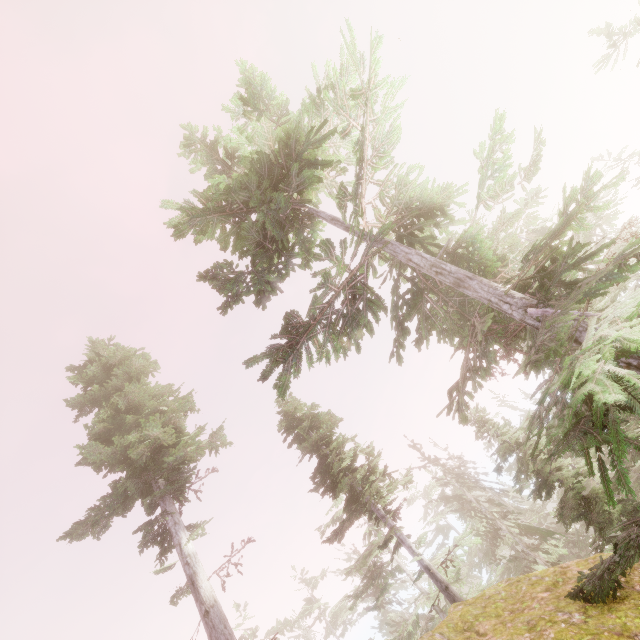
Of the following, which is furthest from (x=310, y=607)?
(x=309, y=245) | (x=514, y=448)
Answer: (x=309, y=245)

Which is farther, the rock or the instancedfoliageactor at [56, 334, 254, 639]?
the instancedfoliageactor at [56, 334, 254, 639]

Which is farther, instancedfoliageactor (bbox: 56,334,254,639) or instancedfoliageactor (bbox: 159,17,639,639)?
instancedfoliageactor (bbox: 56,334,254,639)

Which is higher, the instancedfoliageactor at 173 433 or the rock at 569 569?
the instancedfoliageactor at 173 433

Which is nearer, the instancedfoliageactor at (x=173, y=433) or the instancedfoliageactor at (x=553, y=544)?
the instancedfoliageactor at (x=553, y=544)

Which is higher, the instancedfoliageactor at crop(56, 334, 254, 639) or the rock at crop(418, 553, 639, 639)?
the instancedfoliageactor at crop(56, 334, 254, 639)
